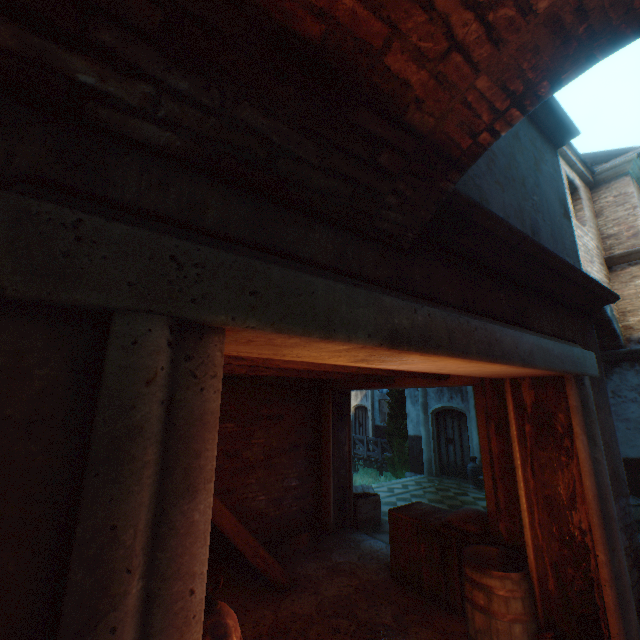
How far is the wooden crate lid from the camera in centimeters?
730cm

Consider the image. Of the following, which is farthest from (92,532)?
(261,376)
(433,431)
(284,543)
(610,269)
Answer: (433,431)

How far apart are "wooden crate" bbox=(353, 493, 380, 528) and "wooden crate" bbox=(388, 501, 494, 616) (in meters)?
1.84

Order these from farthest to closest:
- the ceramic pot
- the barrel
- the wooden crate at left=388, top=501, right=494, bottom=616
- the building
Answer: the ceramic pot, the wooden crate at left=388, top=501, right=494, bottom=616, the barrel, the building

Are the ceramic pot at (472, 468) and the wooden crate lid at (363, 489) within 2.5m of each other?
no

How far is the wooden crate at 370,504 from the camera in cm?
691

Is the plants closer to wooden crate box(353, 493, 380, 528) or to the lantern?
wooden crate box(353, 493, 380, 528)

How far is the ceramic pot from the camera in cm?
1012
